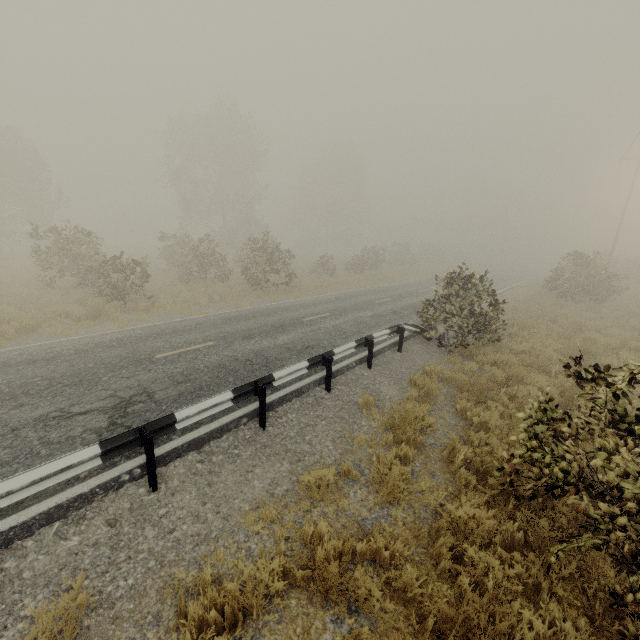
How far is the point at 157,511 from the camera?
4.2m

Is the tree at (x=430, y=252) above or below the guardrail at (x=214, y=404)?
above

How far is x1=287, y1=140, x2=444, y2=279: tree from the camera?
33.8 meters

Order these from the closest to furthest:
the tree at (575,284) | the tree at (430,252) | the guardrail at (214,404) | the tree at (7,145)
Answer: the guardrail at (214,404)
the tree at (575,284)
the tree at (7,145)
the tree at (430,252)

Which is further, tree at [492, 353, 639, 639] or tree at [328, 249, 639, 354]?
tree at [328, 249, 639, 354]

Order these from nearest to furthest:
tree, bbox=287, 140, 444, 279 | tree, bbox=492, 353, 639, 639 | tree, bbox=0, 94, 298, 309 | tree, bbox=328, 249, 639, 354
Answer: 1. tree, bbox=492, 353, 639, 639
2. tree, bbox=328, 249, 639, 354
3. tree, bbox=0, 94, 298, 309
4. tree, bbox=287, 140, 444, 279

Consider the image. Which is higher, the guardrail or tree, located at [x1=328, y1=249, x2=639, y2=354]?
tree, located at [x1=328, y1=249, x2=639, y2=354]
